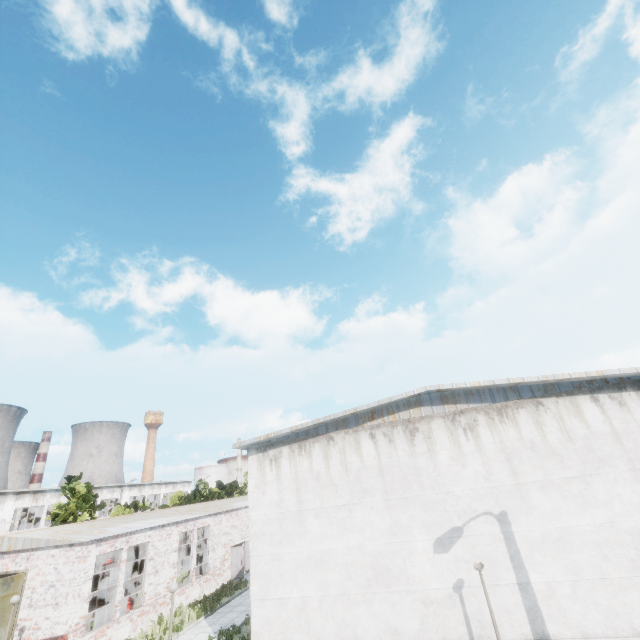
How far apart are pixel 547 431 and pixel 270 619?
12.0 meters

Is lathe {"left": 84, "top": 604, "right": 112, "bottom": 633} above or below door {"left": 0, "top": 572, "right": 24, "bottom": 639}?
below

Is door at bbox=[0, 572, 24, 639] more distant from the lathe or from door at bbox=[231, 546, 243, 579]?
door at bbox=[231, 546, 243, 579]

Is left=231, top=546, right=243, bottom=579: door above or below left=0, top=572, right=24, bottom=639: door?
below

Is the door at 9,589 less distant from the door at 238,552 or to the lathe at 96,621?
the lathe at 96,621

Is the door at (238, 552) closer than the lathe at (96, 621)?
No
